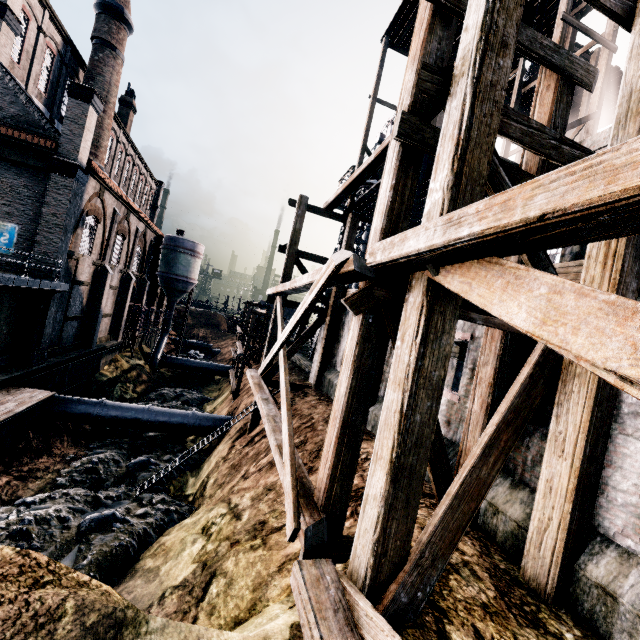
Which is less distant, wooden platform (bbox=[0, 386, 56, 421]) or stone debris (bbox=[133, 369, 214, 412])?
wooden platform (bbox=[0, 386, 56, 421])

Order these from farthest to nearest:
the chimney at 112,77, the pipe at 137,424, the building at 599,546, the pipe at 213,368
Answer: the pipe at 213,368 < the chimney at 112,77 < the pipe at 137,424 < the building at 599,546

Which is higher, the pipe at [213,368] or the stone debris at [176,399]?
the pipe at [213,368]

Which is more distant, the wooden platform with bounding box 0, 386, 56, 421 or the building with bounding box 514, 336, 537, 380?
the wooden platform with bounding box 0, 386, 56, 421

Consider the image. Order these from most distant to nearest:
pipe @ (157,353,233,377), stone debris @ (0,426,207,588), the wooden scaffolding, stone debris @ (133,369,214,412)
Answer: pipe @ (157,353,233,377) < stone debris @ (133,369,214,412) < stone debris @ (0,426,207,588) < the wooden scaffolding

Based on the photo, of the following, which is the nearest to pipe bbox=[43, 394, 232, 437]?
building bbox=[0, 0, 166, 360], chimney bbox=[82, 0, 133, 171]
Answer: building bbox=[0, 0, 166, 360]

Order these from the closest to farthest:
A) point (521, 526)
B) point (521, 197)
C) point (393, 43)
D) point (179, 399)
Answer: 1. point (521, 197)
2. point (521, 526)
3. point (393, 43)
4. point (179, 399)

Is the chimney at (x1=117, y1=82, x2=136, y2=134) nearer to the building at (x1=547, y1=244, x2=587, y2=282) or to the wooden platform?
the building at (x1=547, y1=244, x2=587, y2=282)
